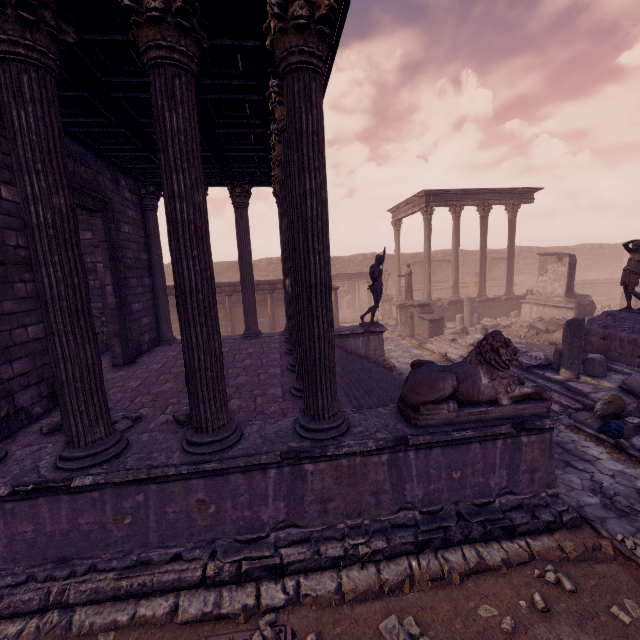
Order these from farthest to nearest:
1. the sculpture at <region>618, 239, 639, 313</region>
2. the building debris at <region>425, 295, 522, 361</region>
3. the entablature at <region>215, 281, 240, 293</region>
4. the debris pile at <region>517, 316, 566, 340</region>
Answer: the entablature at <region>215, 281, 240, 293</region>, the debris pile at <region>517, 316, 566, 340</region>, the building debris at <region>425, 295, 522, 361</region>, the sculpture at <region>618, 239, 639, 313</region>

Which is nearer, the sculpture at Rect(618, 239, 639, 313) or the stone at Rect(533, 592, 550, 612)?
the stone at Rect(533, 592, 550, 612)

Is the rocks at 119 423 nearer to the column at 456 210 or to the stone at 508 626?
the stone at 508 626

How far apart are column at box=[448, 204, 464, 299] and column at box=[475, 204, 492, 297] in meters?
1.0

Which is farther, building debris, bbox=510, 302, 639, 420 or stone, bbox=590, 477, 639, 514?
building debris, bbox=510, 302, 639, 420

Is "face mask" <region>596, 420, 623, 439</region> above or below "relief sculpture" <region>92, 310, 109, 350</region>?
below

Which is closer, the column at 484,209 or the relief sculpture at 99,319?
the relief sculpture at 99,319

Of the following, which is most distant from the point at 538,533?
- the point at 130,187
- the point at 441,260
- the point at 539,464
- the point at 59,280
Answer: the point at 441,260
